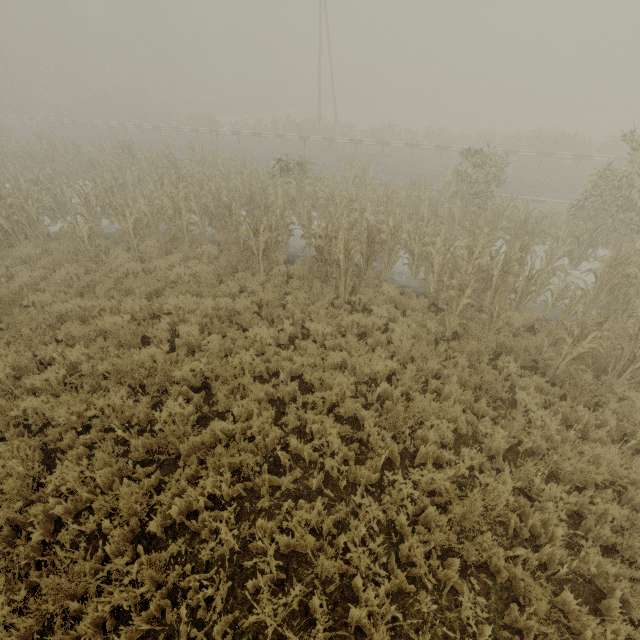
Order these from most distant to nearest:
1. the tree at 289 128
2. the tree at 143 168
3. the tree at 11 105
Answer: the tree at 11 105, the tree at 289 128, the tree at 143 168

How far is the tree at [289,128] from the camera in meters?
24.4 m

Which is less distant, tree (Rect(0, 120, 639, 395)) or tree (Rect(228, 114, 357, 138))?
tree (Rect(0, 120, 639, 395))

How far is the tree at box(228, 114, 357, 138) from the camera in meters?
24.4

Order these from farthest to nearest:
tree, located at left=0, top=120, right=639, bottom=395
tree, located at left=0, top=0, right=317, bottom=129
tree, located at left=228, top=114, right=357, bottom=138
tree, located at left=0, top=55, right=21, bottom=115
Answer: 1. tree, located at left=0, top=55, right=21, bottom=115
2. tree, located at left=0, top=0, right=317, bottom=129
3. tree, located at left=228, top=114, right=357, bottom=138
4. tree, located at left=0, top=120, right=639, bottom=395

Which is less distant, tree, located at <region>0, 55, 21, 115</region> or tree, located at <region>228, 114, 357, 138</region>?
tree, located at <region>228, 114, 357, 138</region>

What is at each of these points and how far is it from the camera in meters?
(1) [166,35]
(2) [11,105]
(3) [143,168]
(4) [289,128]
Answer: (1) tree, 49.9 m
(2) tree, 39.7 m
(3) tree, 14.7 m
(4) tree, 26.2 m
